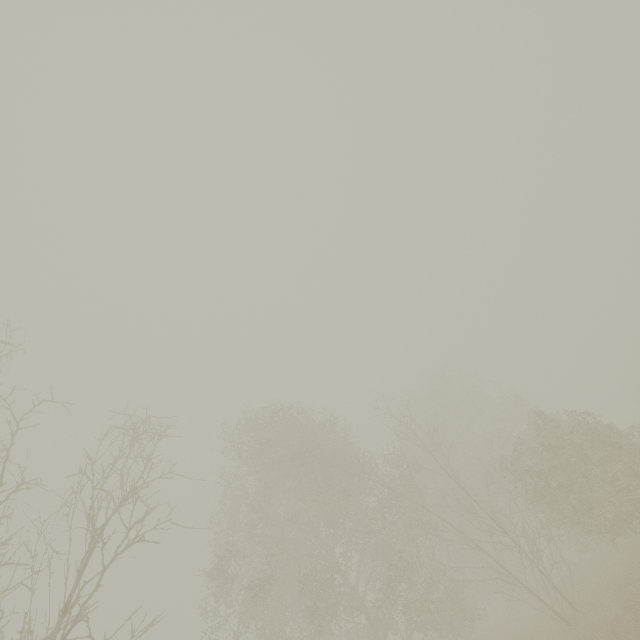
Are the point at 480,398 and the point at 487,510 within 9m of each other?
no
